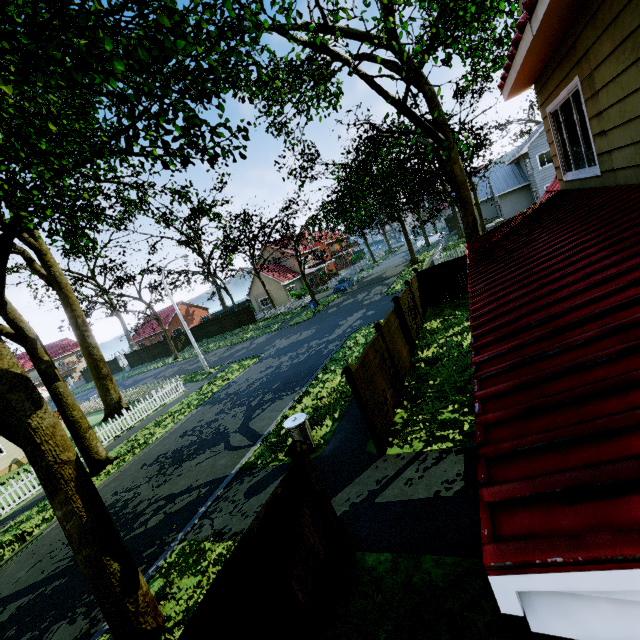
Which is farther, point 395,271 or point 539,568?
point 395,271

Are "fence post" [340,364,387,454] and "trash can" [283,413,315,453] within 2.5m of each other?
yes

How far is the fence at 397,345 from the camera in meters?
10.1

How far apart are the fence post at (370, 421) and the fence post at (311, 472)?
2.27m

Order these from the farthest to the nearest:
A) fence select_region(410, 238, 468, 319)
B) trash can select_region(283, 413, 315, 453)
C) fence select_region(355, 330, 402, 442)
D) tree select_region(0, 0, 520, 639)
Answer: fence select_region(410, 238, 468, 319) < trash can select_region(283, 413, 315, 453) < fence select_region(355, 330, 402, 442) < tree select_region(0, 0, 520, 639)

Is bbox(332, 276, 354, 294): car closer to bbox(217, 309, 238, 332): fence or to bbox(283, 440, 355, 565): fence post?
bbox(217, 309, 238, 332): fence

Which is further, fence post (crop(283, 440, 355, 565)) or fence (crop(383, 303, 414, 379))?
fence (crop(383, 303, 414, 379))

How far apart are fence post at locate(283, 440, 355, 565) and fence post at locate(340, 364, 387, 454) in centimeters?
227cm
